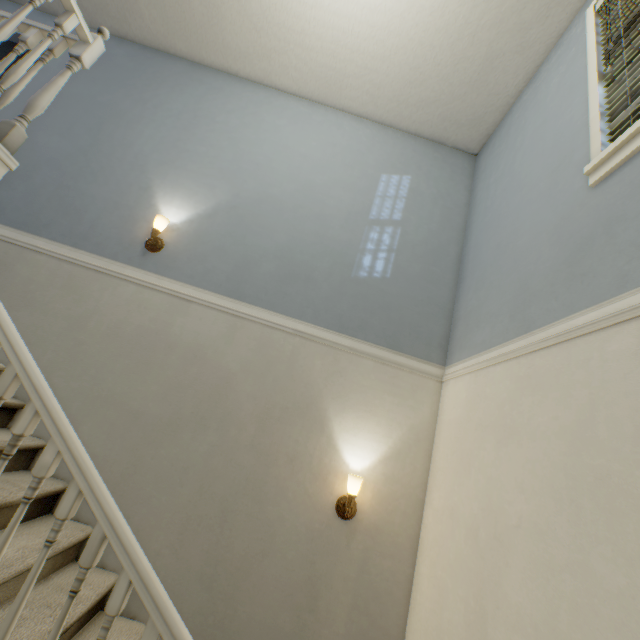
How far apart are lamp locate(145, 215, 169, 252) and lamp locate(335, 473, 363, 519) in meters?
2.3 m

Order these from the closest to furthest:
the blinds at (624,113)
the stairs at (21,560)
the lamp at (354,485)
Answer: the stairs at (21,560)
the blinds at (624,113)
the lamp at (354,485)

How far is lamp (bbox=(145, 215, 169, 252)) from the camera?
2.6m

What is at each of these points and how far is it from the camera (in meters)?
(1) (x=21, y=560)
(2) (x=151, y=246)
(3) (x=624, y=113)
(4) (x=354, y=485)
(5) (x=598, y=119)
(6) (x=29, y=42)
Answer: (1) stairs, 1.41
(2) lamp, 2.61
(3) blinds, 1.57
(4) lamp, 2.10
(5) window, 1.70
(6) stairs, 1.68

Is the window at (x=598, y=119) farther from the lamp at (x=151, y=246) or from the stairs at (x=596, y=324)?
the lamp at (x=151, y=246)

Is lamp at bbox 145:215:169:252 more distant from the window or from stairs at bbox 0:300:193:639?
the window

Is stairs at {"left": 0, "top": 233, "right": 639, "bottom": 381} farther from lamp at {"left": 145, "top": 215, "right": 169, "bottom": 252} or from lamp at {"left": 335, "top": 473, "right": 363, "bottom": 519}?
lamp at {"left": 335, "top": 473, "right": 363, "bottom": 519}

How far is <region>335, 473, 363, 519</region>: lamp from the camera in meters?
2.1
